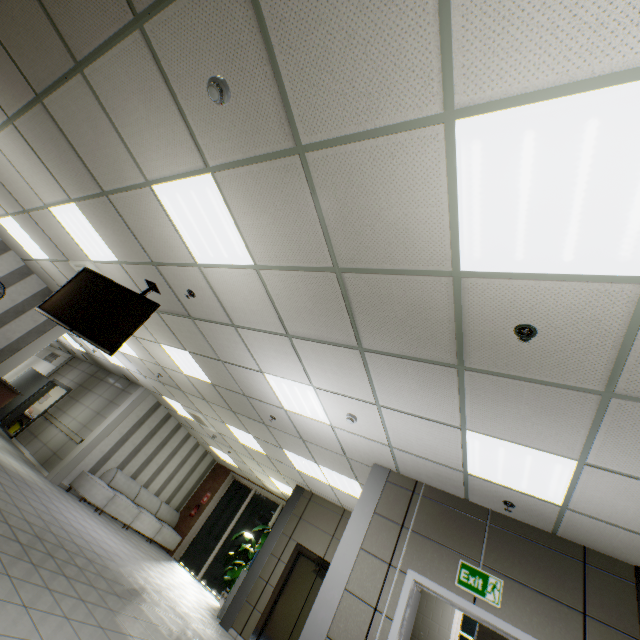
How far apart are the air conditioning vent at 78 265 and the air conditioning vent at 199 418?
4.0 meters

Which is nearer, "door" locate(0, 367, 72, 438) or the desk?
the desk

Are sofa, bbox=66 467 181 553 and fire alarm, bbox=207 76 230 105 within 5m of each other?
no

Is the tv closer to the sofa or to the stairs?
the stairs

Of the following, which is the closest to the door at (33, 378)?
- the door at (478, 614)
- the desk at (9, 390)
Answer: the desk at (9, 390)

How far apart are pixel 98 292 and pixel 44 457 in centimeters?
857cm

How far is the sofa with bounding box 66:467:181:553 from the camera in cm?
916

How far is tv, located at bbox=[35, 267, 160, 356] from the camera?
4.1 meters
